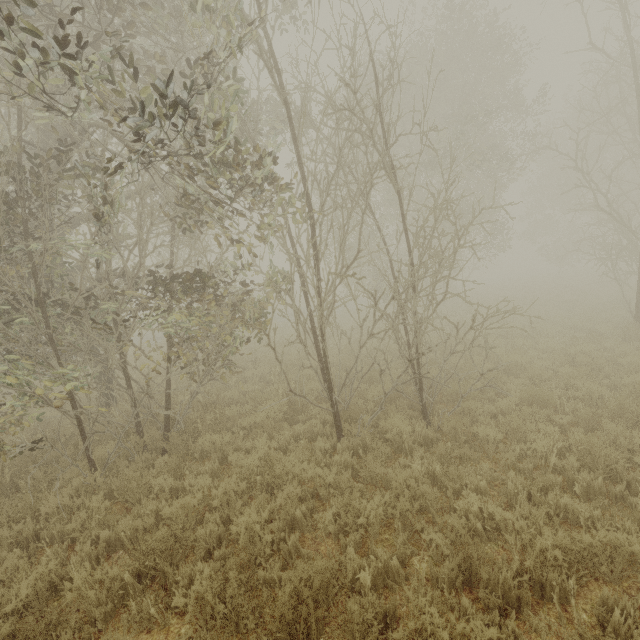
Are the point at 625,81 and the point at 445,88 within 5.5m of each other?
no
